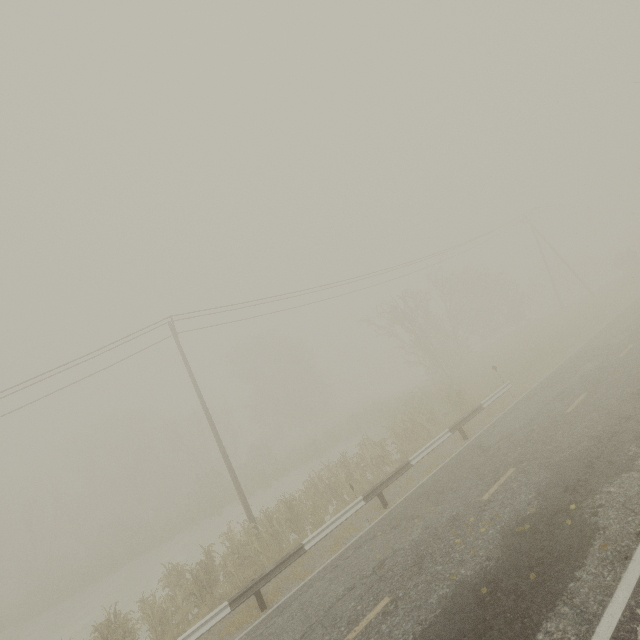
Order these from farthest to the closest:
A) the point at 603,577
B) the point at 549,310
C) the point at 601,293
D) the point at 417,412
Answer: the point at 549,310, the point at 601,293, the point at 417,412, the point at 603,577
